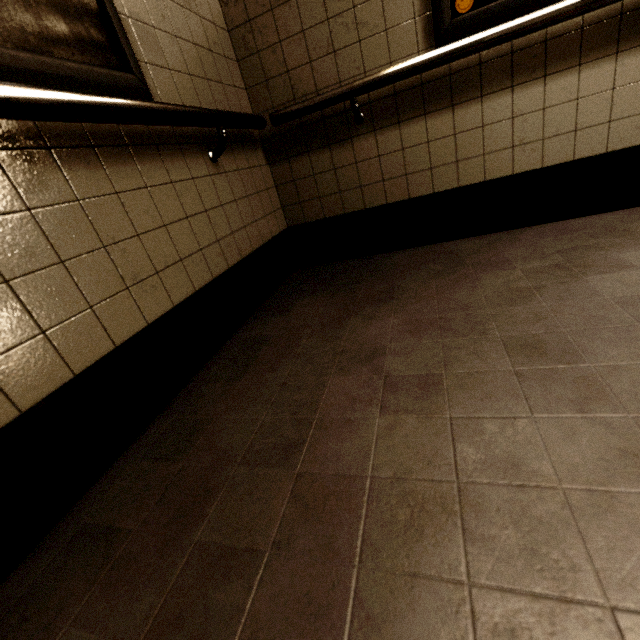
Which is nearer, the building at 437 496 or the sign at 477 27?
the building at 437 496

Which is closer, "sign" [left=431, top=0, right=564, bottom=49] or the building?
the building

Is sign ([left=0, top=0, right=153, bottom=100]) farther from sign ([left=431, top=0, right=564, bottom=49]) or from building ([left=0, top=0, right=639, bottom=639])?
sign ([left=431, top=0, right=564, bottom=49])

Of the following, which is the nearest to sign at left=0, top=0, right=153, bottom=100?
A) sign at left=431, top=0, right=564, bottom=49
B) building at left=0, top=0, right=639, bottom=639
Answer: building at left=0, top=0, right=639, bottom=639

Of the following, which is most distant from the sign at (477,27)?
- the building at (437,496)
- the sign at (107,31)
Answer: the sign at (107,31)

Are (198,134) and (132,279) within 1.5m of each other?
yes

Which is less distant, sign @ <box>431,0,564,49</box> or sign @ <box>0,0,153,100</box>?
sign @ <box>0,0,153,100</box>
